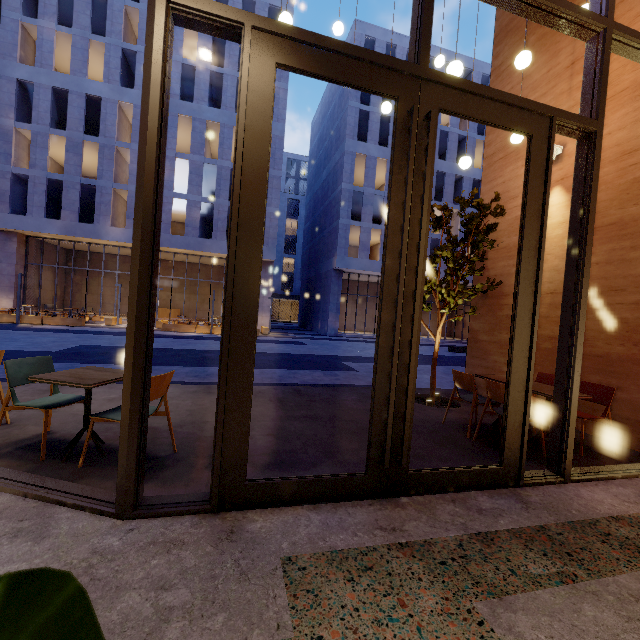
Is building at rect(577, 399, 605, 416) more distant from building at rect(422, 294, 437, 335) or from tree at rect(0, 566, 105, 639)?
building at rect(422, 294, 437, 335)

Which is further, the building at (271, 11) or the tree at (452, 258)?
the building at (271, 11)

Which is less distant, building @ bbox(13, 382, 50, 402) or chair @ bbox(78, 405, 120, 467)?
chair @ bbox(78, 405, 120, 467)

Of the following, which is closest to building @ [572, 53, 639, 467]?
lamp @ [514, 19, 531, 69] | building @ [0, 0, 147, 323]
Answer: lamp @ [514, 19, 531, 69]

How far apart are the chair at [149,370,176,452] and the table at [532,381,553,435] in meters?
4.3

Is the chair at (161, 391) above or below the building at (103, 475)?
above

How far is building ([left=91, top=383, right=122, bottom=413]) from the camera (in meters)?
4.41

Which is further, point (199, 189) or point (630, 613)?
point (199, 189)
